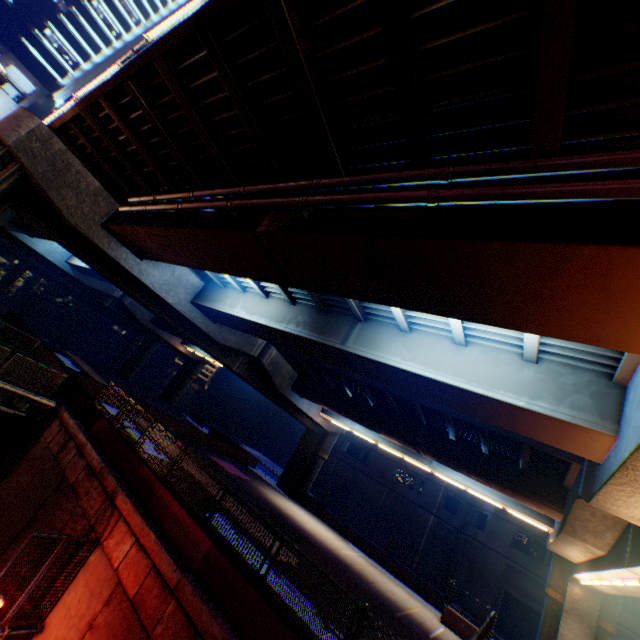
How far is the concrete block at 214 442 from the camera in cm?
2552

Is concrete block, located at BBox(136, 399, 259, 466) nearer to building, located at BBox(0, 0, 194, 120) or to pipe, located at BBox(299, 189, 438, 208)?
pipe, located at BBox(299, 189, 438, 208)

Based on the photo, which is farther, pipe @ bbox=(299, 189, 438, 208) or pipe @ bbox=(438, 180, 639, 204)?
pipe @ bbox=(299, 189, 438, 208)

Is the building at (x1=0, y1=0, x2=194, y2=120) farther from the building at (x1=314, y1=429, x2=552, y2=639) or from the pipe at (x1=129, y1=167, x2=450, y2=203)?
the building at (x1=314, y1=429, x2=552, y2=639)

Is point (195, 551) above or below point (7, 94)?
below

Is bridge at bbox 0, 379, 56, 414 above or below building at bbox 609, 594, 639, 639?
below

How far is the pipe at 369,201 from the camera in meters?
4.9

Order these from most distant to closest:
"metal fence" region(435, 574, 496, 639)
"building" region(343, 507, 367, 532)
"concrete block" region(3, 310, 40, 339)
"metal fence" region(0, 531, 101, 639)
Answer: "building" region(343, 507, 367, 532), "concrete block" region(3, 310, 40, 339), "metal fence" region(435, 574, 496, 639), "metal fence" region(0, 531, 101, 639)
